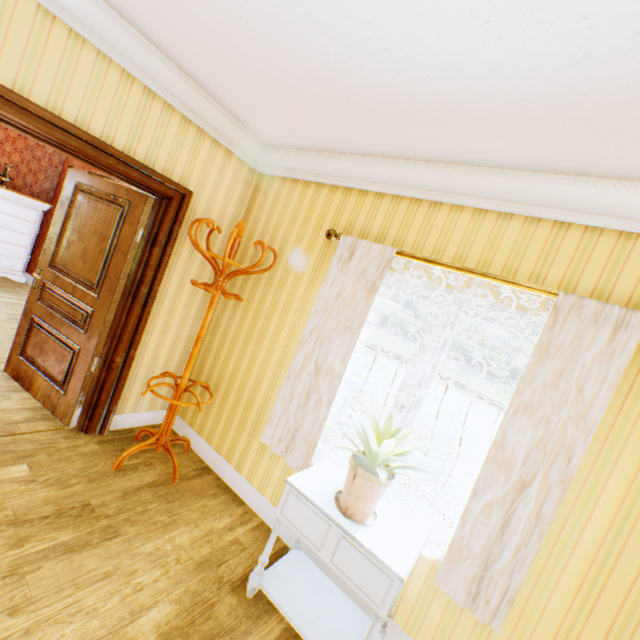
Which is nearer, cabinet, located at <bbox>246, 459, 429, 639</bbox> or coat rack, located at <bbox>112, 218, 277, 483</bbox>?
cabinet, located at <bbox>246, 459, 429, 639</bbox>

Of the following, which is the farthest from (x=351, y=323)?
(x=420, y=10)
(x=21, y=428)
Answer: (x=21, y=428)

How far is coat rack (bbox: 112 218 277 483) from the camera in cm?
265

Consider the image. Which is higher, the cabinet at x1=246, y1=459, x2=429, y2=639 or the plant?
the plant

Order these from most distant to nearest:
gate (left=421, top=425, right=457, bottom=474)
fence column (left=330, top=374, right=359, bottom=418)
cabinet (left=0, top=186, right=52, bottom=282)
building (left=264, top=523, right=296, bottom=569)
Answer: fence column (left=330, top=374, right=359, bottom=418) < gate (left=421, top=425, right=457, bottom=474) < cabinet (left=0, top=186, right=52, bottom=282) < building (left=264, top=523, right=296, bottom=569)

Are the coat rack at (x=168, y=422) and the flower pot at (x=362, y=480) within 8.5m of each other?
yes

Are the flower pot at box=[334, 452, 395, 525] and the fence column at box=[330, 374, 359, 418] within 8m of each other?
no

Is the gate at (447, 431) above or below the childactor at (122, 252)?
below
